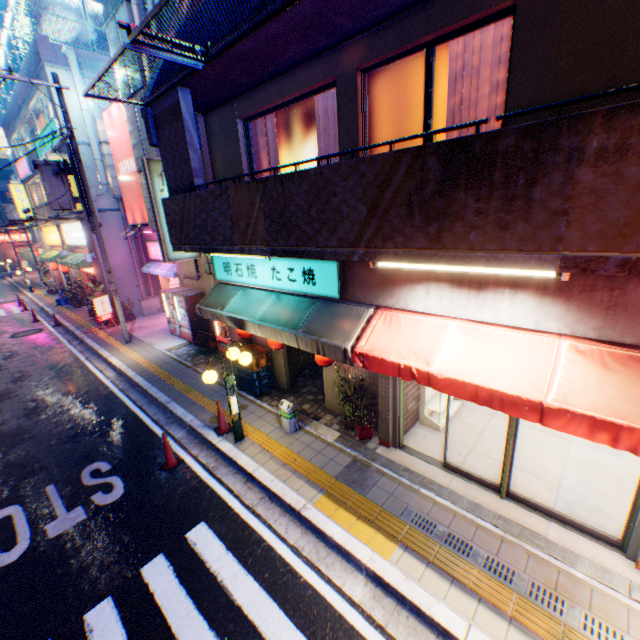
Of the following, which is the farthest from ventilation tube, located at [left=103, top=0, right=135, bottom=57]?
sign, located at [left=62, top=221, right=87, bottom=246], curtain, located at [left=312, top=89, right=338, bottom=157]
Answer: curtain, located at [left=312, top=89, right=338, bottom=157]

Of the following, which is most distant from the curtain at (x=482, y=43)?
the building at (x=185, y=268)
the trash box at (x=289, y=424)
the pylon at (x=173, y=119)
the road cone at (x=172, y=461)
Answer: the building at (x=185, y=268)

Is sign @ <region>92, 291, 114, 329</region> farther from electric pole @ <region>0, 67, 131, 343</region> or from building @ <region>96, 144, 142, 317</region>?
electric pole @ <region>0, 67, 131, 343</region>

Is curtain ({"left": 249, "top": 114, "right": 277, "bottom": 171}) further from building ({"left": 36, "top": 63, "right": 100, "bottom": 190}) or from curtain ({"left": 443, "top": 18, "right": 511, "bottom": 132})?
building ({"left": 36, "top": 63, "right": 100, "bottom": 190})

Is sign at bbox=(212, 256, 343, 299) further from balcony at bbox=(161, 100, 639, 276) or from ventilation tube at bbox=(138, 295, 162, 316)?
ventilation tube at bbox=(138, 295, 162, 316)

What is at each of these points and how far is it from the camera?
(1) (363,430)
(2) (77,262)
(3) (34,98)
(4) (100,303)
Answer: (1) flower pot, 7.0m
(2) awning, 17.7m
(3) building, 16.3m
(4) sign, 15.8m

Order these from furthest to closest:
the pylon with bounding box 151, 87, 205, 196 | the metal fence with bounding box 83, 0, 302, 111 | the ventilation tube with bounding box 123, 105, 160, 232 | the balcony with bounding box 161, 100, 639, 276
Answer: the ventilation tube with bounding box 123, 105, 160, 232, the pylon with bounding box 151, 87, 205, 196, the metal fence with bounding box 83, 0, 302, 111, the balcony with bounding box 161, 100, 639, 276

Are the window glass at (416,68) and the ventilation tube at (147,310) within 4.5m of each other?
no
